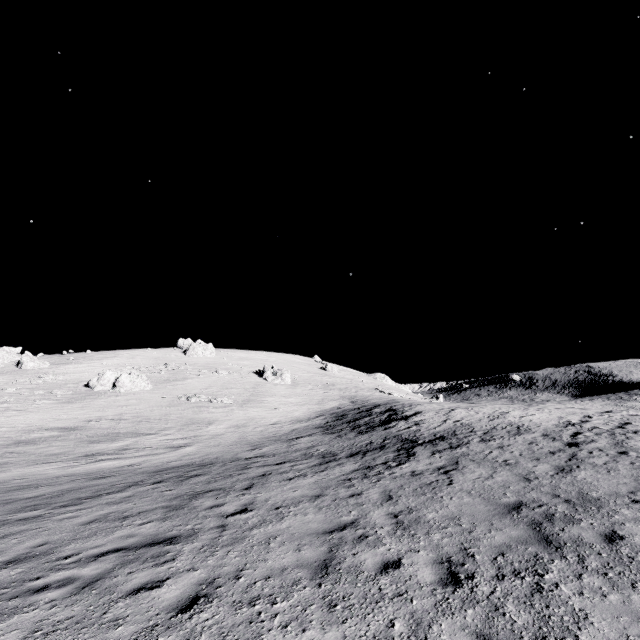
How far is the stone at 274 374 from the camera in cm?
5784

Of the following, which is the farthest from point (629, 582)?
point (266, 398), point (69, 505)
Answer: point (266, 398)

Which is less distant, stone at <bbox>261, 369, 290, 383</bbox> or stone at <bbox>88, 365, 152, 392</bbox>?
stone at <bbox>88, 365, 152, 392</bbox>

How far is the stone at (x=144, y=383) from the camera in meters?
41.6

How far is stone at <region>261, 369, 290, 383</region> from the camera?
57.8 meters

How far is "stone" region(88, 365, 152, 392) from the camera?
41.56m
